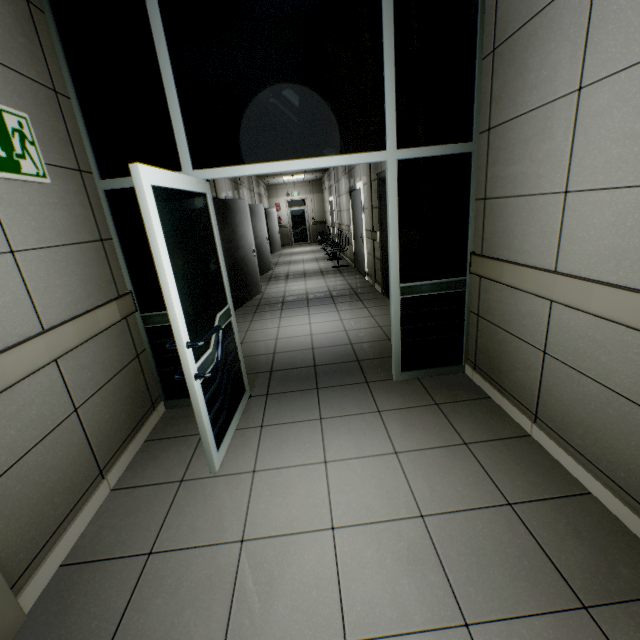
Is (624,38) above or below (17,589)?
above

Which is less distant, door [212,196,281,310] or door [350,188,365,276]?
door [212,196,281,310]

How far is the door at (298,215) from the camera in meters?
17.9 m

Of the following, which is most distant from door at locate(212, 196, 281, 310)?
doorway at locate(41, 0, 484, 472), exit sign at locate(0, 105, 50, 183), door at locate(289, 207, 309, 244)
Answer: door at locate(289, 207, 309, 244)

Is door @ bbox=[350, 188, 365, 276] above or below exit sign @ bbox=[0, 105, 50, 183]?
below

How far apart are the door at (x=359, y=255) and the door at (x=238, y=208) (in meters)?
2.48

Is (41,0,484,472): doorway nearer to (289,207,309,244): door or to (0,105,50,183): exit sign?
(0,105,50,183): exit sign

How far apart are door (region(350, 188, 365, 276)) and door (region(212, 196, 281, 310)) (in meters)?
2.48
